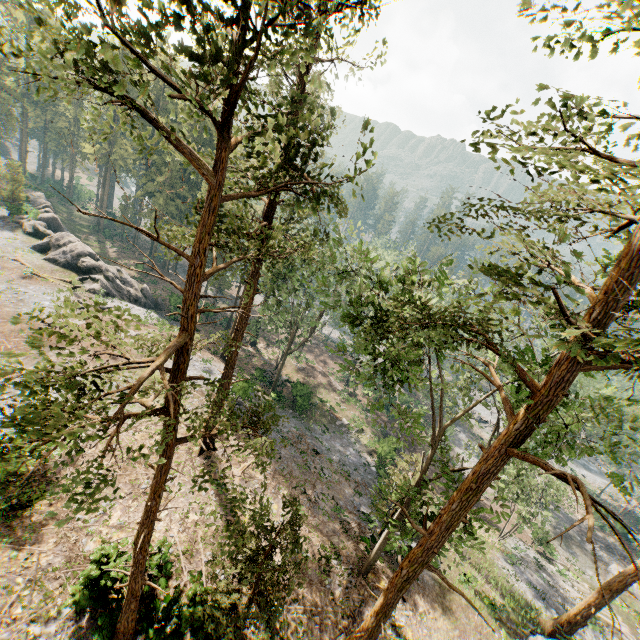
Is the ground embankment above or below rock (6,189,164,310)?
below

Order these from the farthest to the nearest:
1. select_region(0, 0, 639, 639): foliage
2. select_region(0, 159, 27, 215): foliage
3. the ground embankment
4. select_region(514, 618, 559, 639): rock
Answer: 1. select_region(0, 159, 27, 215): foliage
2. the ground embankment
3. select_region(514, 618, 559, 639): rock
4. select_region(0, 0, 639, 639): foliage

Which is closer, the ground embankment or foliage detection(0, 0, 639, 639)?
foliage detection(0, 0, 639, 639)

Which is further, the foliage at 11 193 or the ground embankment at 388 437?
the foliage at 11 193

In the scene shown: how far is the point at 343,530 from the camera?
20.81m

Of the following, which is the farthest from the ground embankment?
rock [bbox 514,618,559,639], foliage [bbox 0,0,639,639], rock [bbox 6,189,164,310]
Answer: rock [bbox 6,189,164,310]

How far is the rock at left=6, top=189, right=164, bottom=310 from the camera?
35.91m

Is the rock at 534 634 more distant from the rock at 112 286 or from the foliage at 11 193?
the rock at 112 286
